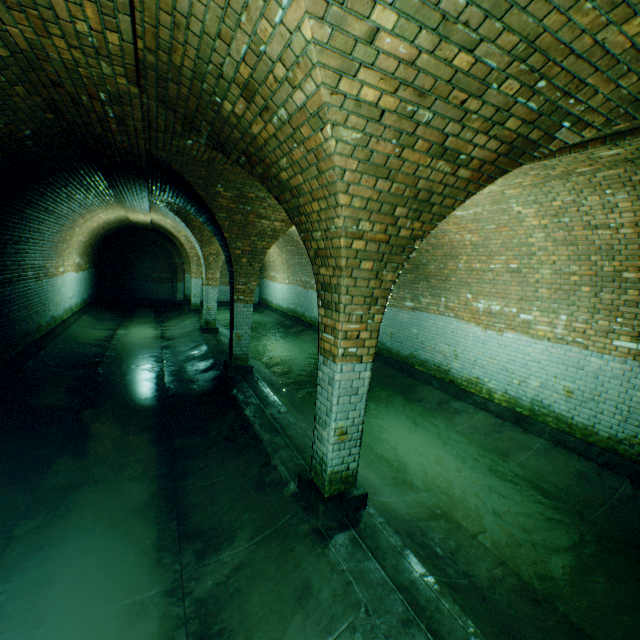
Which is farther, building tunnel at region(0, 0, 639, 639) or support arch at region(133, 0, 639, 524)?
building tunnel at region(0, 0, 639, 639)

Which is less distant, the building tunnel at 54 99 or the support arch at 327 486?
the support arch at 327 486

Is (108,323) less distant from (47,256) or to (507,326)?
(47,256)
